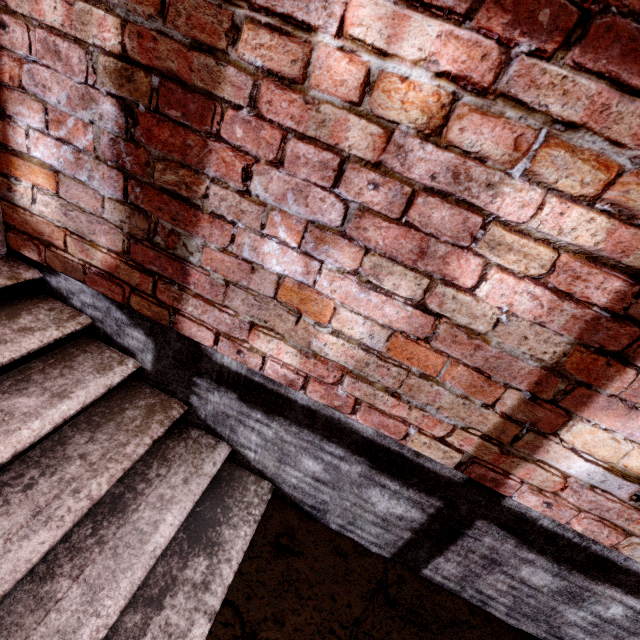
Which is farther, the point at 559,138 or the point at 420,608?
the point at 420,608
